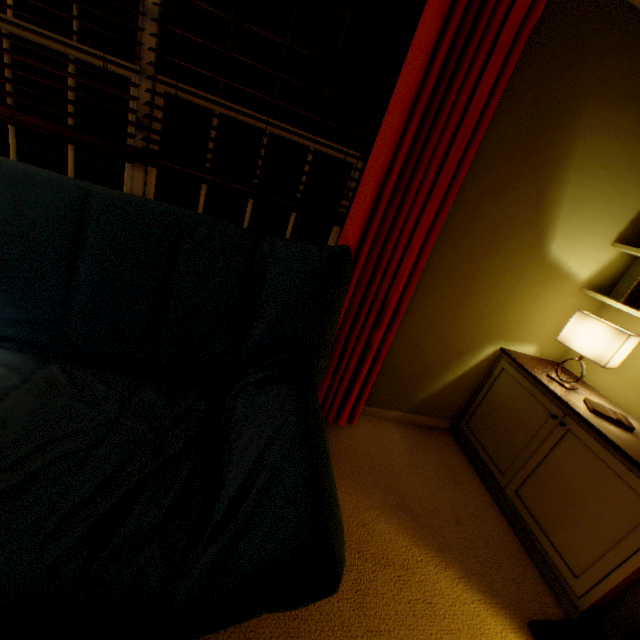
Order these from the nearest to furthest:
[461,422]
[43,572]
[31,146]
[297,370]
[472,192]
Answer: [43,572] < [297,370] < [472,192] < [461,422] < [31,146]

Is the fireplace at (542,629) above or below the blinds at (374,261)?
below

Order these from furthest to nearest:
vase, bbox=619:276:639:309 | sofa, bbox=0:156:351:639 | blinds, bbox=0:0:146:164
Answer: vase, bbox=619:276:639:309
blinds, bbox=0:0:146:164
sofa, bbox=0:156:351:639

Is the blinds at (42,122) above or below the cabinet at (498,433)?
above

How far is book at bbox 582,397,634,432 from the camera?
1.64m

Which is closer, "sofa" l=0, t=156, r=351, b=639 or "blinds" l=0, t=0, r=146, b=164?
"sofa" l=0, t=156, r=351, b=639

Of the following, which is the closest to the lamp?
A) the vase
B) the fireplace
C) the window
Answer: the vase

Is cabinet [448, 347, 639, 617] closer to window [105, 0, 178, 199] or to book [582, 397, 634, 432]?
book [582, 397, 634, 432]
